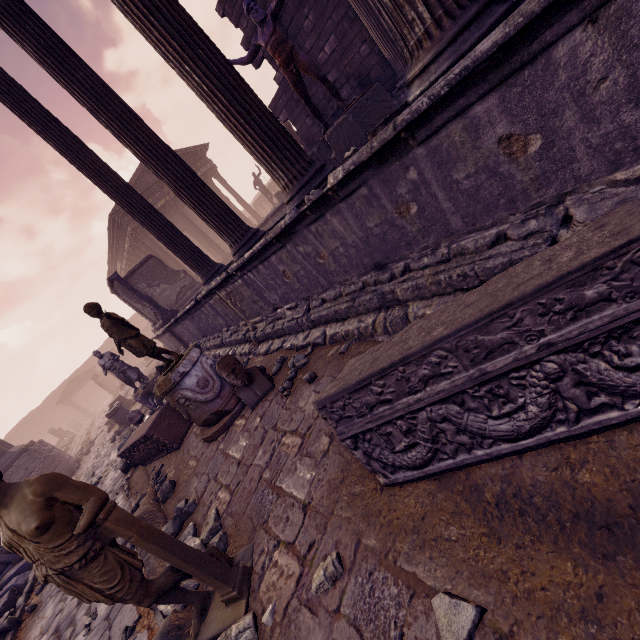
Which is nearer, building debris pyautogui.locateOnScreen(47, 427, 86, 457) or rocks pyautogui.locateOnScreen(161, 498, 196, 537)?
rocks pyautogui.locateOnScreen(161, 498, 196, 537)

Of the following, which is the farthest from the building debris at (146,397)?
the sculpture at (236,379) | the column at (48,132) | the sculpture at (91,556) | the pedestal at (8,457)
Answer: the pedestal at (8,457)

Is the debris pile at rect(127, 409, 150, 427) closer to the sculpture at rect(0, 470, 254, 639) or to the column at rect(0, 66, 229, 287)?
the column at rect(0, 66, 229, 287)

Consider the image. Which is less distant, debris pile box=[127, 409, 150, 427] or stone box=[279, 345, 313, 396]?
stone box=[279, 345, 313, 396]

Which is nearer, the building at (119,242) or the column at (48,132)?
the column at (48,132)

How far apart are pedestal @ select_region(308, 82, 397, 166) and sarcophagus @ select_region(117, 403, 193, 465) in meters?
4.7 m

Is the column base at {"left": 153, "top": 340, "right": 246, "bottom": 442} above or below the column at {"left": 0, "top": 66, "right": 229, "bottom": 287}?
below

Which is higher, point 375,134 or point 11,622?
point 375,134
